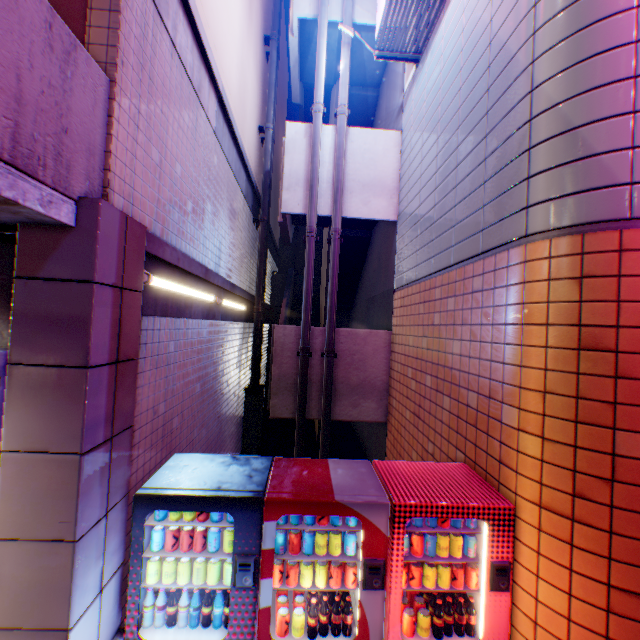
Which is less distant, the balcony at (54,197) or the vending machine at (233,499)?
the balcony at (54,197)

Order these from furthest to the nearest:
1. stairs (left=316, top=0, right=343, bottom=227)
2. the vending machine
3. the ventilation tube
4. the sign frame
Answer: the ventilation tube
stairs (left=316, top=0, right=343, bottom=227)
the sign frame
the vending machine

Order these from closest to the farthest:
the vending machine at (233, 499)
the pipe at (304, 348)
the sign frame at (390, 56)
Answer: the vending machine at (233, 499), the sign frame at (390, 56), the pipe at (304, 348)

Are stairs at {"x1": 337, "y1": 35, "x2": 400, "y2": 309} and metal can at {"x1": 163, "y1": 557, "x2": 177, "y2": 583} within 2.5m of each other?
no

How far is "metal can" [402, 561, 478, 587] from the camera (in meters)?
2.98

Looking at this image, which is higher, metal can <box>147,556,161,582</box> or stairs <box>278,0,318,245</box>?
stairs <box>278,0,318,245</box>

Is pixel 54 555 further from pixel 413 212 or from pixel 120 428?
pixel 413 212

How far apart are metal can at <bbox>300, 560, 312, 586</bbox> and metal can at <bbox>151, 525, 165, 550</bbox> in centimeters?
46cm
